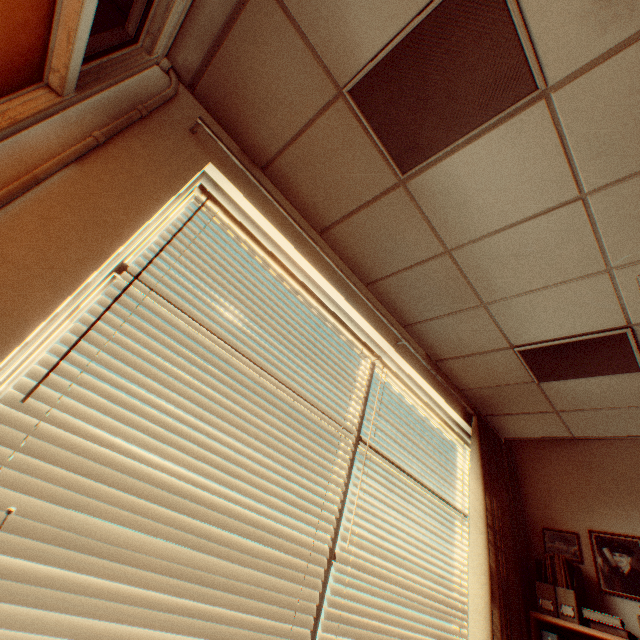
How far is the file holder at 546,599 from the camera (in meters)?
2.39

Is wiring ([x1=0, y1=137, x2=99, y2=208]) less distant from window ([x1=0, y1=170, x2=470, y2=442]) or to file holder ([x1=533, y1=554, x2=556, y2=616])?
window ([x1=0, y1=170, x2=470, y2=442])

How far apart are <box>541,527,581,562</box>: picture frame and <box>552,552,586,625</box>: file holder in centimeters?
14cm

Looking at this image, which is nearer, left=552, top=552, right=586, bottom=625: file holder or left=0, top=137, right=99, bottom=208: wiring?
left=0, top=137, right=99, bottom=208: wiring

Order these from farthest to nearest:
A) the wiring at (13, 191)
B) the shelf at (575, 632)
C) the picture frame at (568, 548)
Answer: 1. the picture frame at (568, 548)
2. the shelf at (575, 632)
3. the wiring at (13, 191)

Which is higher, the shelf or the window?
the window

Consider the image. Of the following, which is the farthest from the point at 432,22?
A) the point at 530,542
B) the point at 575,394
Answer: the point at 530,542

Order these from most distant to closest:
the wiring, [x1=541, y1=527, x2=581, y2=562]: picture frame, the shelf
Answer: [x1=541, y1=527, x2=581, y2=562]: picture frame
the shelf
the wiring
